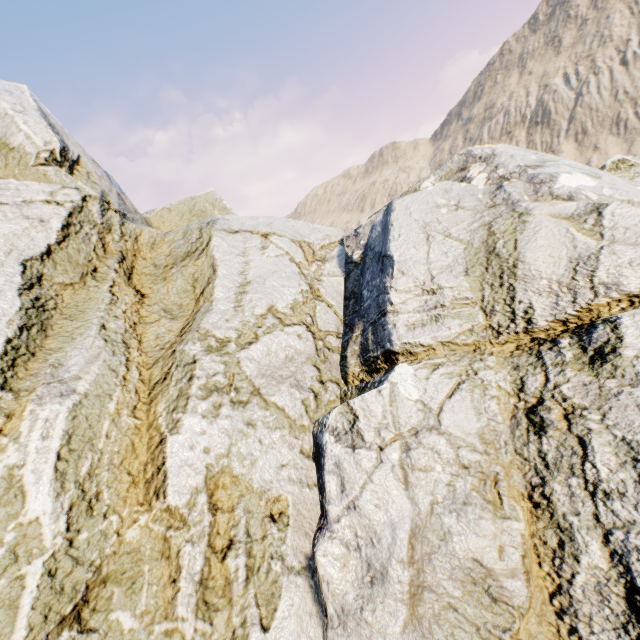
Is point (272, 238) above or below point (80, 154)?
below
